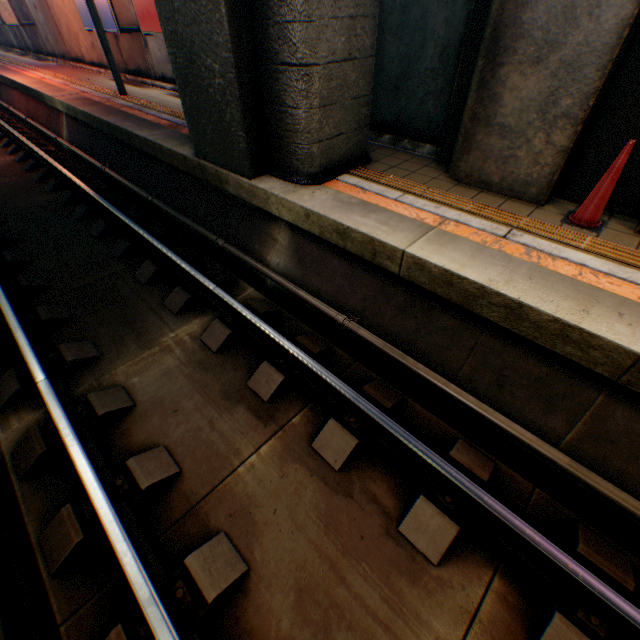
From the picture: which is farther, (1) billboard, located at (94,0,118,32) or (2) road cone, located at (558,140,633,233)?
(1) billboard, located at (94,0,118,32)

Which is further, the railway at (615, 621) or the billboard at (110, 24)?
the billboard at (110, 24)

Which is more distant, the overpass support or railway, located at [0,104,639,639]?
the overpass support

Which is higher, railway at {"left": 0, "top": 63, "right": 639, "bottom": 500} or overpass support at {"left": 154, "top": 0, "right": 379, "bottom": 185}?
overpass support at {"left": 154, "top": 0, "right": 379, "bottom": 185}

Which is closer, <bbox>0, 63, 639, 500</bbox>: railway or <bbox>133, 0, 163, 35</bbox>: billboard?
<bbox>0, 63, 639, 500</bbox>: railway

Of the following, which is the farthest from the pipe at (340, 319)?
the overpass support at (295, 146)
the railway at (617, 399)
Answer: the overpass support at (295, 146)

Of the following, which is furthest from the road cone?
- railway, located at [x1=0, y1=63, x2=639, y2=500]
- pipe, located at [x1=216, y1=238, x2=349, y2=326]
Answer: pipe, located at [x1=216, y1=238, x2=349, y2=326]

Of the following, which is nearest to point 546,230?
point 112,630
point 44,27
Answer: point 112,630
